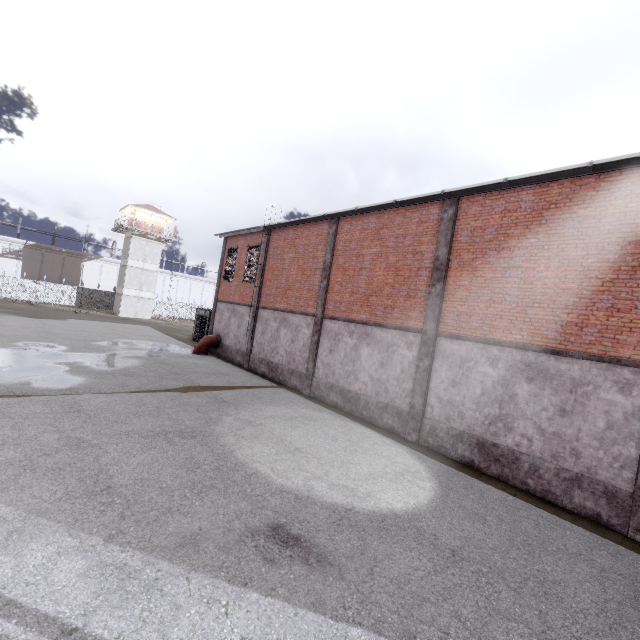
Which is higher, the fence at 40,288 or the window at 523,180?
the window at 523,180

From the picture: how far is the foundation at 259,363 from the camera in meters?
16.6 m

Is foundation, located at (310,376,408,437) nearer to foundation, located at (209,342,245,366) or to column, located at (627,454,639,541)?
column, located at (627,454,639,541)

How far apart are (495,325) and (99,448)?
11.4 meters

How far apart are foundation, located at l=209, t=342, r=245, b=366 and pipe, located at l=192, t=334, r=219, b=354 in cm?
5

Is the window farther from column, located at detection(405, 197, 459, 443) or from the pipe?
the pipe

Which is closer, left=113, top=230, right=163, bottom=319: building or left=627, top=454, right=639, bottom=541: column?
left=627, top=454, right=639, bottom=541: column

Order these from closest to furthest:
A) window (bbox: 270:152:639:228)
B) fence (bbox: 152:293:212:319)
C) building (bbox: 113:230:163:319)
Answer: window (bbox: 270:152:639:228) → building (bbox: 113:230:163:319) → fence (bbox: 152:293:212:319)
